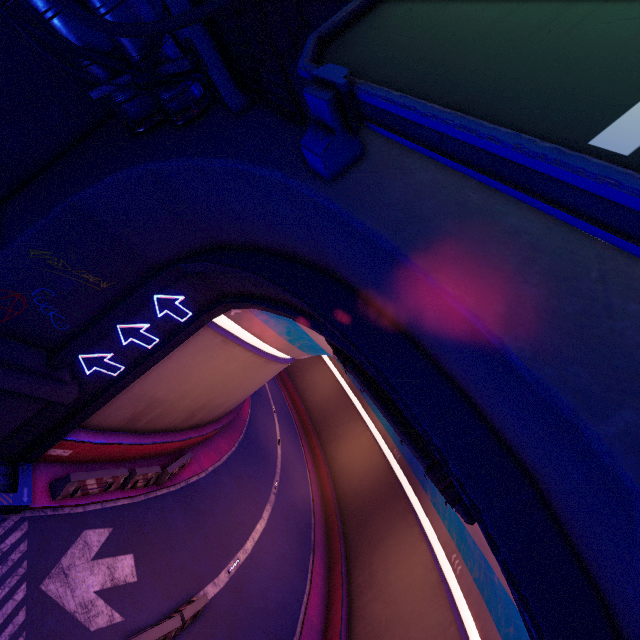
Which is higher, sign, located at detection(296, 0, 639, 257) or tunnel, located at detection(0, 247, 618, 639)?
sign, located at detection(296, 0, 639, 257)

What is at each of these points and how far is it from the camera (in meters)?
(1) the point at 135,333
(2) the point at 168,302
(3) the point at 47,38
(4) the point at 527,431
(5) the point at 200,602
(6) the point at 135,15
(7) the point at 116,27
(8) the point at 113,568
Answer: (1) tunnel, 9.99
(2) tunnel, 9.90
(3) cable, 5.27
(4) wall arch, 2.95
(5) fence, 12.23
(6) walkway, 5.08
(7) cable, 2.81
(8) tunnel, 11.30

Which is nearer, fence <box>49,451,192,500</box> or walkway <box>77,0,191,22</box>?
walkway <box>77,0,191,22</box>

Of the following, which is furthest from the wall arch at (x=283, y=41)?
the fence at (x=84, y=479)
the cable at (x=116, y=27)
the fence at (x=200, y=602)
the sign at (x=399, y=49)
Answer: the fence at (x=200, y=602)

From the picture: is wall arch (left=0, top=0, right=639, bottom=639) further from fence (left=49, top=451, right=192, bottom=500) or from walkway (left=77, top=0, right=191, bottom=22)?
fence (left=49, top=451, right=192, bottom=500)

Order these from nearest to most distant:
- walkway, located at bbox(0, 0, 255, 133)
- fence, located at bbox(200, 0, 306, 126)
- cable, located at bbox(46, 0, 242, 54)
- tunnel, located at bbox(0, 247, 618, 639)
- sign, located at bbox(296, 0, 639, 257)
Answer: sign, located at bbox(296, 0, 639, 257) → cable, located at bbox(46, 0, 242, 54) → fence, located at bbox(200, 0, 306, 126) → tunnel, located at bbox(0, 247, 618, 639) → walkway, located at bbox(0, 0, 255, 133)

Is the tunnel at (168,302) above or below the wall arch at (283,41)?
below

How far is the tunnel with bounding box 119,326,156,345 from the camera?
9.7m
